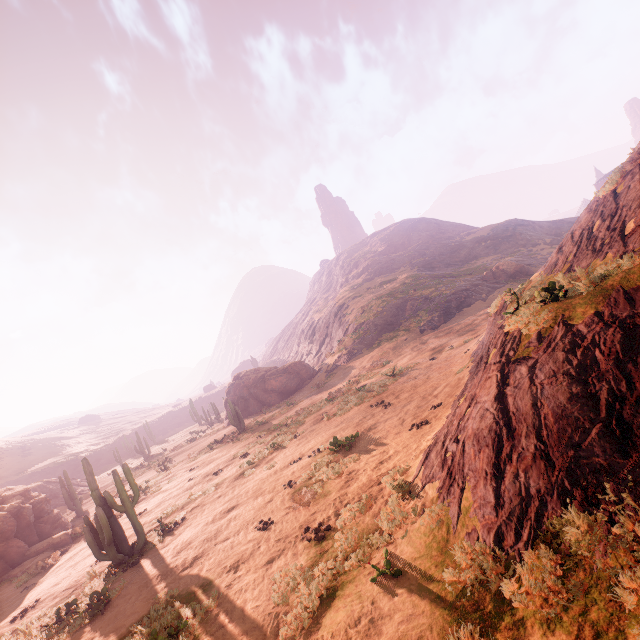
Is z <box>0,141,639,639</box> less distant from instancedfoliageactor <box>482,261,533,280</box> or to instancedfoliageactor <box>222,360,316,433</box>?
instancedfoliageactor <box>482,261,533,280</box>

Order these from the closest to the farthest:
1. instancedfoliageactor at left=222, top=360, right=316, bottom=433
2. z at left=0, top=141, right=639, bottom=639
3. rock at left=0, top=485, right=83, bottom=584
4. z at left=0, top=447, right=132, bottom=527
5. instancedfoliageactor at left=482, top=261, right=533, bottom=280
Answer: z at left=0, top=141, right=639, bottom=639 → rock at left=0, top=485, right=83, bottom=584 → z at left=0, top=447, right=132, bottom=527 → instancedfoliageactor at left=222, top=360, right=316, bottom=433 → instancedfoliageactor at left=482, top=261, right=533, bottom=280

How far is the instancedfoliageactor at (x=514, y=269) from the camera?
39.4 meters

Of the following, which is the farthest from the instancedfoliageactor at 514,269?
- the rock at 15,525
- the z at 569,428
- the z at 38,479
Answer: the z at 38,479

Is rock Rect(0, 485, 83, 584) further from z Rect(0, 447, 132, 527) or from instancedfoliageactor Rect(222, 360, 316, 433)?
z Rect(0, 447, 132, 527)

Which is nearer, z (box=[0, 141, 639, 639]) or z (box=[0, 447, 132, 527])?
z (box=[0, 141, 639, 639])

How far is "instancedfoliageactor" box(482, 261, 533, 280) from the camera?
39.44m

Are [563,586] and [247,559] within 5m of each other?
no
